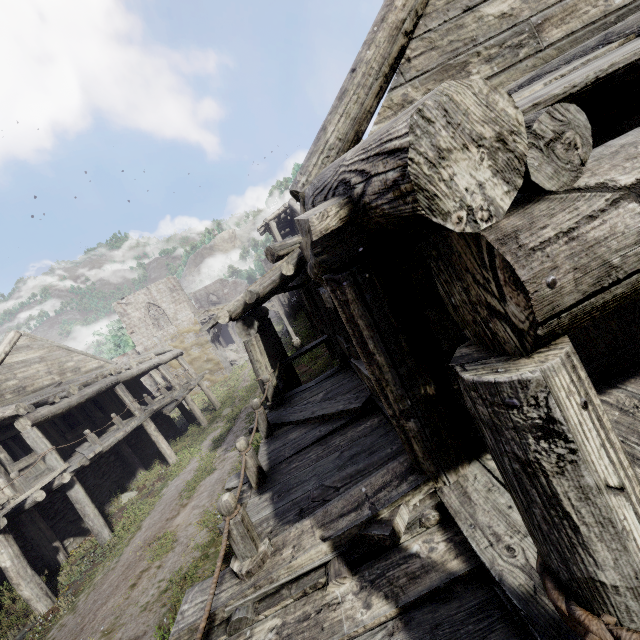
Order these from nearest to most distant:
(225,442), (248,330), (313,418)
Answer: (313,418) → (248,330) → (225,442)
